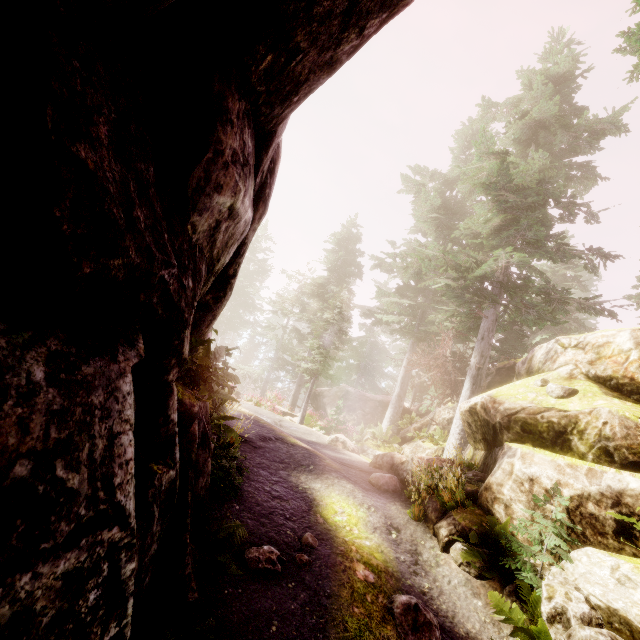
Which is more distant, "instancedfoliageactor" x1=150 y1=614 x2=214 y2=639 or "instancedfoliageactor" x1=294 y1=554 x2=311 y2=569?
"instancedfoliageactor" x1=294 y1=554 x2=311 y2=569

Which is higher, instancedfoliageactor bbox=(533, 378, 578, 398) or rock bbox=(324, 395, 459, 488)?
instancedfoliageactor bbox=(533, 378, 578, 398)

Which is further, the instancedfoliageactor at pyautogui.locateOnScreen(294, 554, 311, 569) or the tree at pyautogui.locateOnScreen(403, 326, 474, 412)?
the tree at pyautogui.locateOnScreen(403, 326, 474, 412)

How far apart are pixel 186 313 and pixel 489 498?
8.3m

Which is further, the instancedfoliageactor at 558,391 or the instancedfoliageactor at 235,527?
the instancedfoliageactor at 558,391

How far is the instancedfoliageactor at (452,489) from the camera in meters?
7.9

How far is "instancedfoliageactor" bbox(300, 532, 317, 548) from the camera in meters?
6.1
